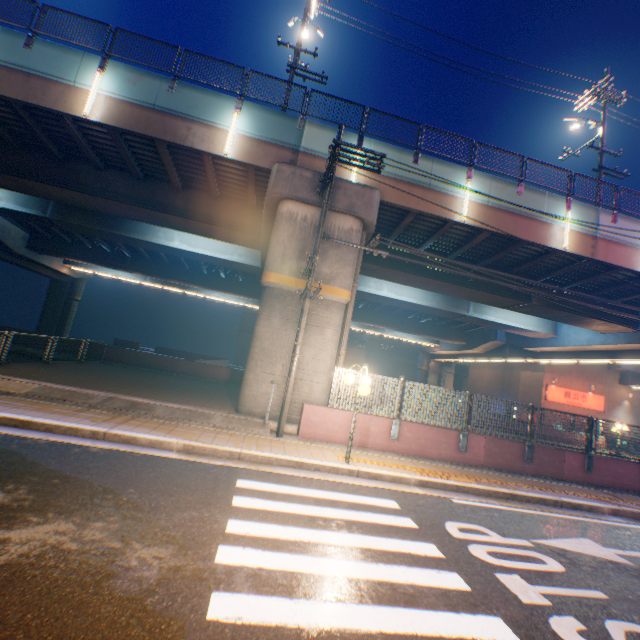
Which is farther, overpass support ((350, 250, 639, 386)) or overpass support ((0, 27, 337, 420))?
overpass support ((350, 250, 639, 386))

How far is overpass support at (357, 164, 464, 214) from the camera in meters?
13.3 m

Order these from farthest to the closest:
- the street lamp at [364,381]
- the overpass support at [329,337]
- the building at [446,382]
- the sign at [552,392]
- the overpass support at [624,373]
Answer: the building at [446,382], the sign at [552,392], the overpass support at [624,373], the overpass support at [329,337], the street lamp at [364,381]

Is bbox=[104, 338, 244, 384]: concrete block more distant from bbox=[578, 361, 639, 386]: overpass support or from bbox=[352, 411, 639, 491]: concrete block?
bbox=[352, 411, 639, 491]: concrete block

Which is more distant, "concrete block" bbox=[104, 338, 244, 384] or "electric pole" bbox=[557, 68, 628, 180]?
"concrete block" bbox=[104, 338, 244, 384]

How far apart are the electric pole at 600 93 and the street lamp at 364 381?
18.1m

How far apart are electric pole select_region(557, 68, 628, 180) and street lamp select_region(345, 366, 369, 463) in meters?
18.1 m

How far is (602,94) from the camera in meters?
16.5
